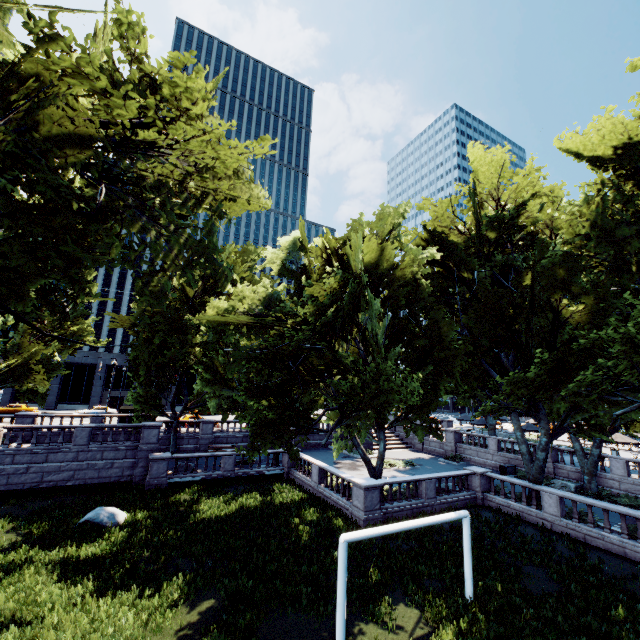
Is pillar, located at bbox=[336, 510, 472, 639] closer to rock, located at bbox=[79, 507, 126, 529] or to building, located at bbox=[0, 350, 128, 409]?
rock, located at bbox=[79, 507, 126, 529]

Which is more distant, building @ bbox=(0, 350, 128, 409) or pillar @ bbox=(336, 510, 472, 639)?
building @ bbox=(0, 350, 128, 409)

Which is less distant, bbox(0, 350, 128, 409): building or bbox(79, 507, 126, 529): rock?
bbox(79, 507, 126, 529): rock

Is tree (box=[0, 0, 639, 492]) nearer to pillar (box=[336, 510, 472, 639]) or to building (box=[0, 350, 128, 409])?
pillar (box=[336, 510, 472, 639])

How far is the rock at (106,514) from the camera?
16.1 meters

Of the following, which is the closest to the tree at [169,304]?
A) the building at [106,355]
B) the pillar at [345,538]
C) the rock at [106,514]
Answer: the pillar at [345,538]

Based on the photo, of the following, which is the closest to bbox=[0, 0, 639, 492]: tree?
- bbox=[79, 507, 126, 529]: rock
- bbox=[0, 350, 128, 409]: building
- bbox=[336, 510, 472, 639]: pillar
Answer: bbox=[336, 510, 472, 639]: pillar

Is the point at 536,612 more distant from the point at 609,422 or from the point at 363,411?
the point at 609,422
